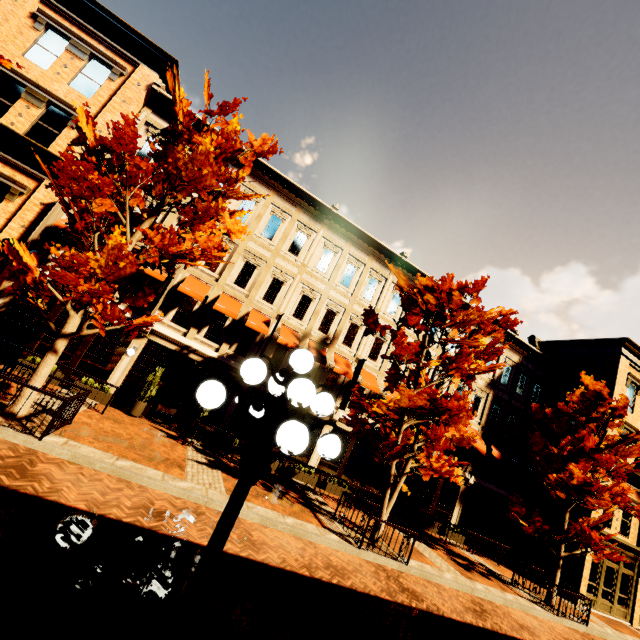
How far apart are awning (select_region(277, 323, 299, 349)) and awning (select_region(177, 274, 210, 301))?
3.82m

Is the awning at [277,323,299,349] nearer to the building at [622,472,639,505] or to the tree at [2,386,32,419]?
the building at [622,472,639,505]

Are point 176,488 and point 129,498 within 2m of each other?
yes

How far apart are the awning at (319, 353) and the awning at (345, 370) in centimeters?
53cm

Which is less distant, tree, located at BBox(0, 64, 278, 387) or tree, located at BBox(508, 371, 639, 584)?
tree, located at BBox(0, 64, 278, 387)

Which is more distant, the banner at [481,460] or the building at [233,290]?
the banner at [481,460]

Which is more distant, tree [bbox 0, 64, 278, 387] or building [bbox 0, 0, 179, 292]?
building [bbox 0, 0, 179, 292]

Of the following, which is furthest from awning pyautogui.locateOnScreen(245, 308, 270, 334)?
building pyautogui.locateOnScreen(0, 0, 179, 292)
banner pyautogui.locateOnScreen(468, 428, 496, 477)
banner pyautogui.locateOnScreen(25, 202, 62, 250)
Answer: banner pyautogui.locateOnScreen(468, 428, 496, 477)
